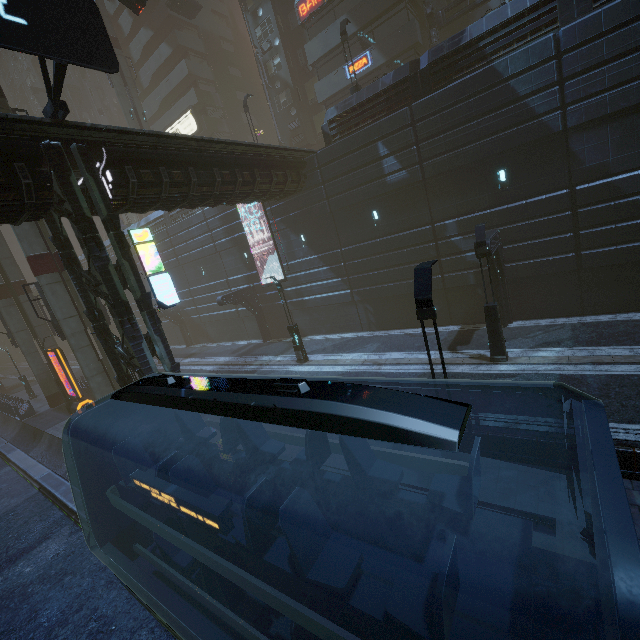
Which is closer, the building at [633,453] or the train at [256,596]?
the train at [256,596]

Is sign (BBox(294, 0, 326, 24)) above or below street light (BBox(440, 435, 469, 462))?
above

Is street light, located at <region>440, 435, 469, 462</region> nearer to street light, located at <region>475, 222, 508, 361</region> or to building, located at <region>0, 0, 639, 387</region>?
building, located at <region>0, 0, 639, 387</region>

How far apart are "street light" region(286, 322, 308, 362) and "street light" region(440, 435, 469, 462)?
11.9 meters

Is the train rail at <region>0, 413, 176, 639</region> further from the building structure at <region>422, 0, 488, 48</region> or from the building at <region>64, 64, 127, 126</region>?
the building structure at <region>422, 0, 488, 48</region>

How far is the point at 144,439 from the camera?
7.1 meters

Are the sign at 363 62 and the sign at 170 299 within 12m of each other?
no

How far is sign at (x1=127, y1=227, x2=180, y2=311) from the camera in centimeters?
1224cm
